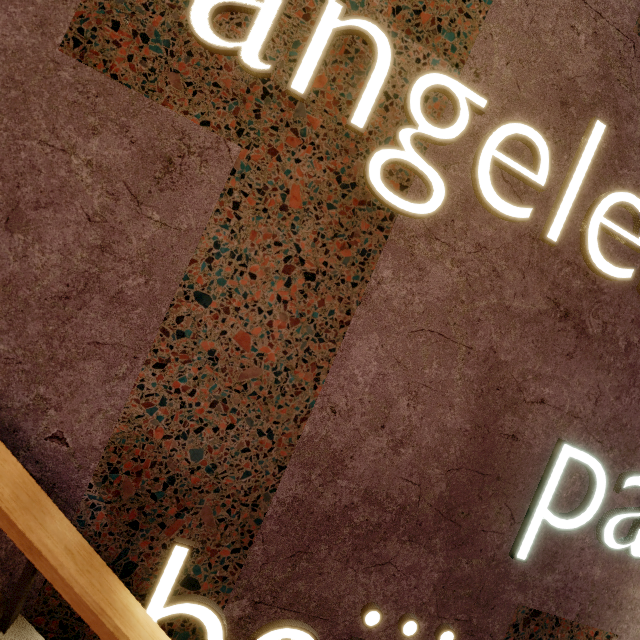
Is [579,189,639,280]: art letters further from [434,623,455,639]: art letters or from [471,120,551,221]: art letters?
[434,623,455,639]: art letters

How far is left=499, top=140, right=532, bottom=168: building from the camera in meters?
1.1 m

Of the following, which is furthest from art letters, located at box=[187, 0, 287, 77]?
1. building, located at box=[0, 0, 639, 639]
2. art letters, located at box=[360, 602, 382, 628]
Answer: art letters, located at box=[360, 602, 382, 628]

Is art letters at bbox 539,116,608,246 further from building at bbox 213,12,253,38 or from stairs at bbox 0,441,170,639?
stairs at bbox 0,441,170,639

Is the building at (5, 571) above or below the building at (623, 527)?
below

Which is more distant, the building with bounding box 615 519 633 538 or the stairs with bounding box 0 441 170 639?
the building with bounding box 615 519 633 538

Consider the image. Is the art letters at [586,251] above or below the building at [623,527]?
above

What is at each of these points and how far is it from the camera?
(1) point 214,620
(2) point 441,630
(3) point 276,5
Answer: (1) art letters, 1.0 meters
(2) art letters, 1.1 meters
(3) art letters, 0.9 meters
